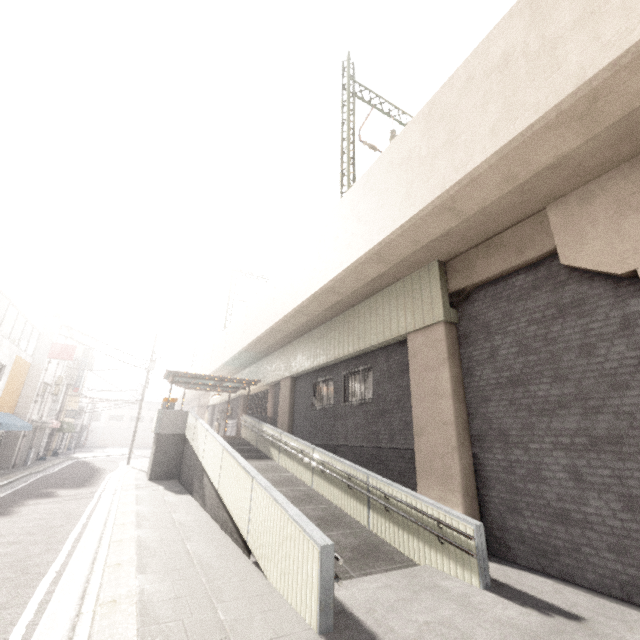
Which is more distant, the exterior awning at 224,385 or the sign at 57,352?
the sign at 57,352

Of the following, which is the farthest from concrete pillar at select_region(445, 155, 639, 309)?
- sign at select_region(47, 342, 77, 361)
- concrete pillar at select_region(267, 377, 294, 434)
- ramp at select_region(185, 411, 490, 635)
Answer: sign at select_region(47, 342, 77, 361)

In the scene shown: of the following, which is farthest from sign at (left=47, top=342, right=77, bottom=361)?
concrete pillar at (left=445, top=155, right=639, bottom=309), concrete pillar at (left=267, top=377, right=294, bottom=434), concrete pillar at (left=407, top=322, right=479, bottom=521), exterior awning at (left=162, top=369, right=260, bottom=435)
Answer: concrete pillar at (left=445, top=155, right=639, bottom=309)

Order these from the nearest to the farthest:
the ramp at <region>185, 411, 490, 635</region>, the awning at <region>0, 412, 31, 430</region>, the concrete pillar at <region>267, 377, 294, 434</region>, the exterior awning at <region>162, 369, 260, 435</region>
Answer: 1. the ramp at <region>185, 411, 490, 635</region>
2. the awning at <region>0, 412, 31, 430</region>
3. the concrete pillar at <region>267, 377, 294, 434</region>
4. the exterior awning at <region>162, 369, 260, 435</region>

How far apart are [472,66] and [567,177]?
3.0m

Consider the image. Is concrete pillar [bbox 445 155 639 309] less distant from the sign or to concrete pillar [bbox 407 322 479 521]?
concrete pillar [bbox 407 322 479 521]

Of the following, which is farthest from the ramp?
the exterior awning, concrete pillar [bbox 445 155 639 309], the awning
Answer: the awning

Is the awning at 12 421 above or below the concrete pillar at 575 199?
below
